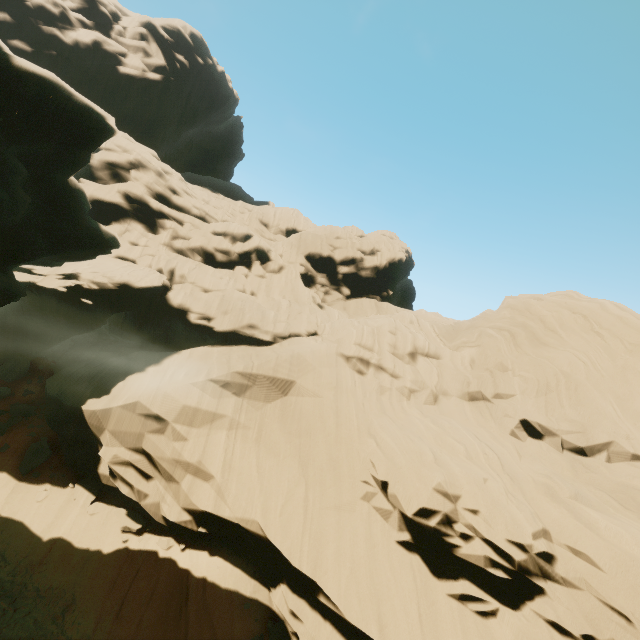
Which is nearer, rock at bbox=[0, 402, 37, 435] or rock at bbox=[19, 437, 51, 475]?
rock at bbox=[19, 437, 51, 475]

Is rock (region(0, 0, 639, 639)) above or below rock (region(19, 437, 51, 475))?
above

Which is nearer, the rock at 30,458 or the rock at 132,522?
the rock at 132,522

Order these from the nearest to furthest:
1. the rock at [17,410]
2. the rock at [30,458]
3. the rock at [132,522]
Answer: the rock at [132,522]
the rock at [30,458]
the rock at [17,410]

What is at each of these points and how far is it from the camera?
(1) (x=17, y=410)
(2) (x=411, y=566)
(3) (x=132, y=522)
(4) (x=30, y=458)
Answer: (1) rock, 21.0 meters
(2) rock, 14.0 meters
(3) rock, 17.0 meters
(4) rock, 18.4 meters

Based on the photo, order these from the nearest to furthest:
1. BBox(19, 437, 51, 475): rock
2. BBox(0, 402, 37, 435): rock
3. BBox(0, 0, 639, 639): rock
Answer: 1. BBox(0, 0, 639, 639): rock
2. BBox(19, 437, 51, 475): rock
3. BBox(0, 402, 37, 435): rock

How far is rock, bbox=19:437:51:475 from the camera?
18.02m
